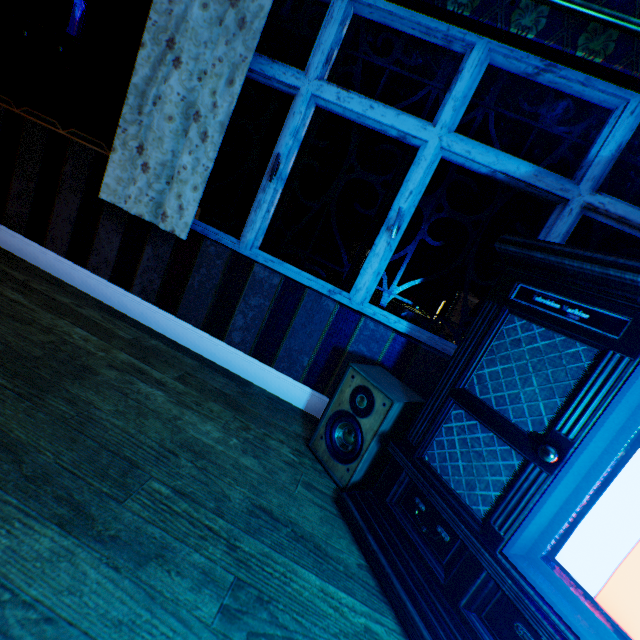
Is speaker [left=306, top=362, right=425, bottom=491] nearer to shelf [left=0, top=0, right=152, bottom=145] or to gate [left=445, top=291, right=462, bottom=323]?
shelf [left=0, top=0, right=152, bottom=145]

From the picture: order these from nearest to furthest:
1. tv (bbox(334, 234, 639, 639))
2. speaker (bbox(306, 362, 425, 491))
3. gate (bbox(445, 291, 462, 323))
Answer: tv (bbox(334, 234, 639, 639)), speaker (bbox(306, 362, 425, 491)), gate (bbox(445, 291, 462, 323))

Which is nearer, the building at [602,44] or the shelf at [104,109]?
the building at [602,44]

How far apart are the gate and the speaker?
14.6 meters

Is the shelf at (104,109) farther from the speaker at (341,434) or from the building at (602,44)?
the speaker at (341,434)

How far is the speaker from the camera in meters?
1.6 m

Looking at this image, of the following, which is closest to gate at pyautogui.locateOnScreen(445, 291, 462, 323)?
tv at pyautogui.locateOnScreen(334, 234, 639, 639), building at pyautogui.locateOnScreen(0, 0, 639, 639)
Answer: building at pyautogui.locateOnScreen(0, 0, 639, 639)

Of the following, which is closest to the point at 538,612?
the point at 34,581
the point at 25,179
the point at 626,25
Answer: the point at 34,581
